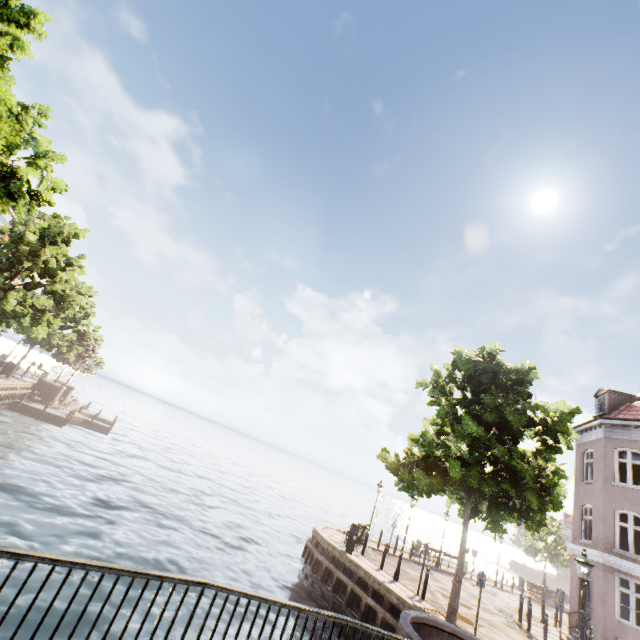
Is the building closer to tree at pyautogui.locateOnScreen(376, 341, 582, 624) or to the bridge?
tree at pyautogui.locateOnScreen(376, 341, 582, 624)

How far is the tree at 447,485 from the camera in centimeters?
1119cm

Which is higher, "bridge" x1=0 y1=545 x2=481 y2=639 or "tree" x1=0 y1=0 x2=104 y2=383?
"tree" x1=0 y1=0 x2=104 y2=383

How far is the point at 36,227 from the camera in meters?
18.2 m

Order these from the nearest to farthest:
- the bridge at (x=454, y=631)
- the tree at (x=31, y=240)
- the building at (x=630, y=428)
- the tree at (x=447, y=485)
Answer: the bridge at (x=454, y=631), the tree at (x=31, y=240), the tree at (x=447, y=485), the building at (x=630, y=428)

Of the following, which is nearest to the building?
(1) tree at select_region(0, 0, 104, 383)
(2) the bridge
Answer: (1) tree at select_region(0, 0, 104, 383)

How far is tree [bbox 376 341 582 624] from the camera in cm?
1119

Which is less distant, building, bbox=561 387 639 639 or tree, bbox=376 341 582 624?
tree, bbox=376 341 582 624
